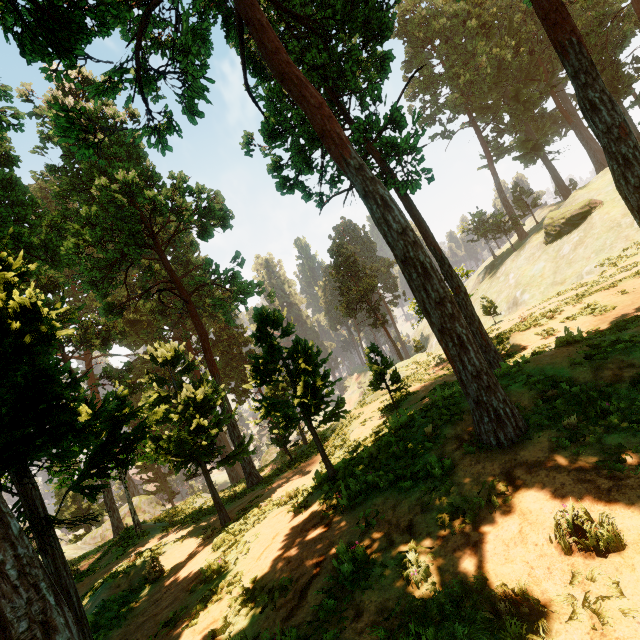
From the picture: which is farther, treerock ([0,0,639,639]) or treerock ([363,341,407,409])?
treerock ([363,341,407,409])

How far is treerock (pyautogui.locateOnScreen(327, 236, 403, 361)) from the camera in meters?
48.3

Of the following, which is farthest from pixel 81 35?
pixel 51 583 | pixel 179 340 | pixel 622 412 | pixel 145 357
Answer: pixel 179 340

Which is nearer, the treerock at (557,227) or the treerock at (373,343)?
the treerock at (373,343)

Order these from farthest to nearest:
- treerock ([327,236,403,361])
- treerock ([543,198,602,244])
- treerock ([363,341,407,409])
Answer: treerock ([327,236,403,361]), treerock ([543,198,602,244]), treerock ([363,341,407,409])

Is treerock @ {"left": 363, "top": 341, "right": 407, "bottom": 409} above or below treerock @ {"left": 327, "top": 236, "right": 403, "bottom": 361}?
below
